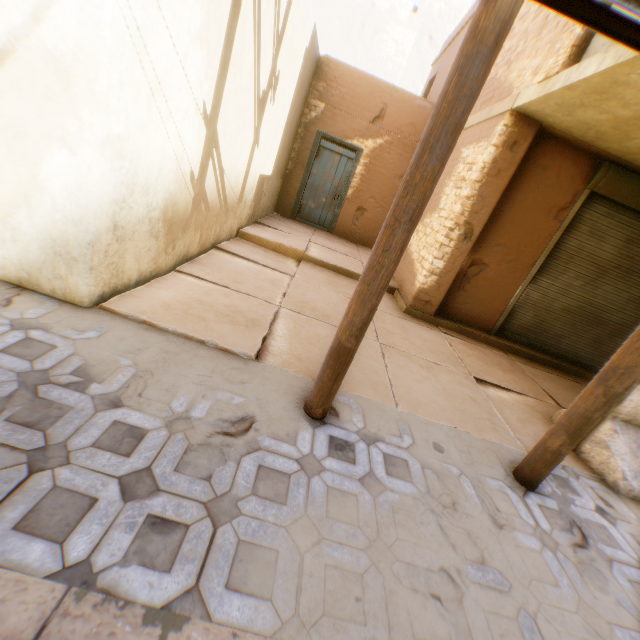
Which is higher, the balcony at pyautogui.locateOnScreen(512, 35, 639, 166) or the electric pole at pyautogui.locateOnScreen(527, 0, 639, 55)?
the balcony at pyautogui.locateOnScreen(512, 35, 639, 166)

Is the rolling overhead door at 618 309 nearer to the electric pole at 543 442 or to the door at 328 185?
the electric pole at 543 442

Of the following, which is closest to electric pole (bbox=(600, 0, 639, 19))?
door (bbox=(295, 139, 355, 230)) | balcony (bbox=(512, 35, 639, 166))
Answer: balcony (bbox=(512, 35, 639, 166))

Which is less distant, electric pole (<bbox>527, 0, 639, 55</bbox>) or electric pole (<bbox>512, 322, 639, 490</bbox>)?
electric pole (<bbox>527, 0, 639, 55</bbox>)

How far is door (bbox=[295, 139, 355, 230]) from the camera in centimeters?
914cm

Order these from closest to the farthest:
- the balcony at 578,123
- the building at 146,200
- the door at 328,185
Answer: the building at 146,200 → the balcony at 578,123 → the door at 328,185

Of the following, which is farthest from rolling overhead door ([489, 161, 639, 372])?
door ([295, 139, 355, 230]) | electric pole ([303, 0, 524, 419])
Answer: door ([295, 139, 355, 230])

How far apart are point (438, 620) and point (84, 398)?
2.1m
